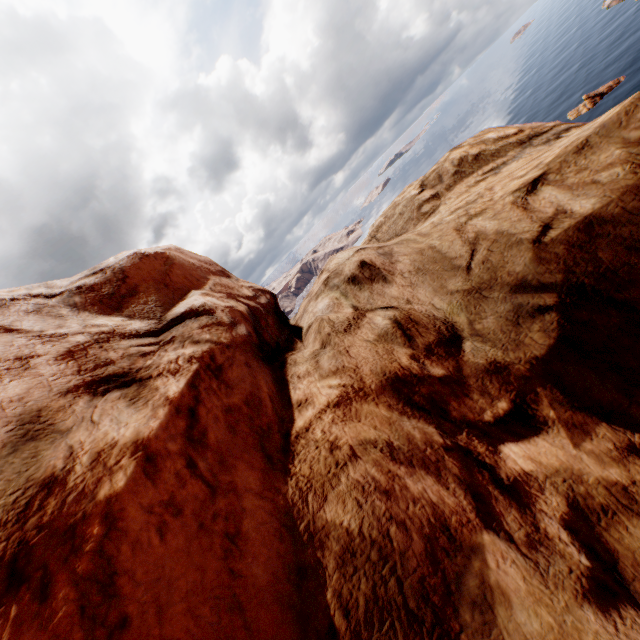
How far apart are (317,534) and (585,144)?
6.24m
